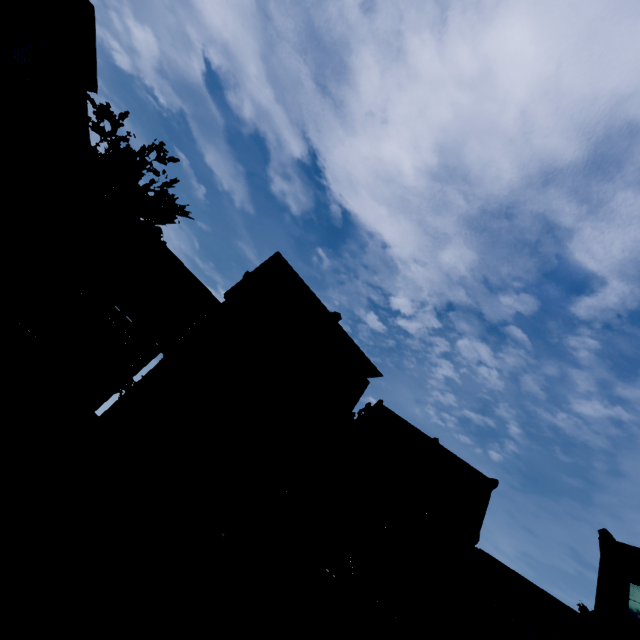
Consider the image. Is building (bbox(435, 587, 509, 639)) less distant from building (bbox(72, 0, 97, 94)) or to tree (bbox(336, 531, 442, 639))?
tree (bbox(336, 531, 442, 639))

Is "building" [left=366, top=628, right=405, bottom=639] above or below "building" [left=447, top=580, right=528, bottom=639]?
below

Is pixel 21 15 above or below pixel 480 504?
below

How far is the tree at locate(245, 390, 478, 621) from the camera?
14.43m

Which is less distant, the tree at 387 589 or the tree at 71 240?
the tree at 71 240

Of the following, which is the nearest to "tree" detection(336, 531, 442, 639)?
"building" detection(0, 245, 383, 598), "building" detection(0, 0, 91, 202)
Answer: "building" detection(0, 245, 383, 598)

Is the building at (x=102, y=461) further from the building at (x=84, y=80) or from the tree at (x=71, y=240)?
the building at (x=84, y=80)
